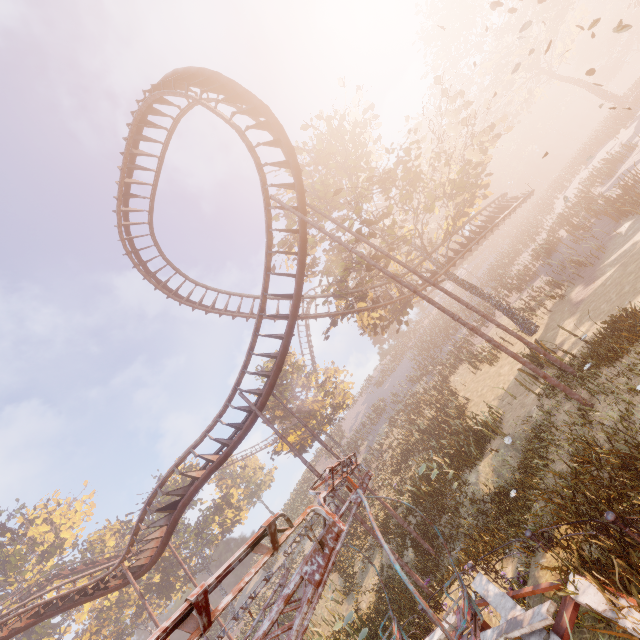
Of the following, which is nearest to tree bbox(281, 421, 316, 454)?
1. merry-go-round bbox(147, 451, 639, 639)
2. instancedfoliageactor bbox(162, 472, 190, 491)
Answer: merry-go-round bbox(147, 451, 639, 639)

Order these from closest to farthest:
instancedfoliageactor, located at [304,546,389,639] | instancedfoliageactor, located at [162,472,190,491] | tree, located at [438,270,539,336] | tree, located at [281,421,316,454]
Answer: instancedfoliageactor, located at [304,546,389,639] < tree, located at [438,270,539,336] < tree, located at [281,421,316,454] < instancedfoliageactor, located at [162,472,190,491]

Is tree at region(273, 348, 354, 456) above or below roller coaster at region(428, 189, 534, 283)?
above

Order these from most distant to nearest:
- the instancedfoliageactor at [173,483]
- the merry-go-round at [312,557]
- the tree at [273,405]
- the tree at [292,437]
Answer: the instancedfoliageactor at [173,483] < the tree at [273,405] < the tree at [292,437] < the merry-go-round at [312,557]

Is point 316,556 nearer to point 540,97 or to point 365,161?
point 365,161

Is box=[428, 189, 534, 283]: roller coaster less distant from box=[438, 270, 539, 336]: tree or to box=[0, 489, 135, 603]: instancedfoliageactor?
box=[438, 270, 539, 336]: tree

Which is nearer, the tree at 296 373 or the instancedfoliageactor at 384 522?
the instancedfoliageactor at 384 522

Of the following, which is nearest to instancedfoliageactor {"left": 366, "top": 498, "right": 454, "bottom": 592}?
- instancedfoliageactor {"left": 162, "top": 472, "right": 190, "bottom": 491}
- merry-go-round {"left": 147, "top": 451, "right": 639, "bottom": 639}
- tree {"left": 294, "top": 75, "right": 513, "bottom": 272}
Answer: instancedfoliageactor {"left": 162, "top": 472, "right": 190, "bottom": 491}
